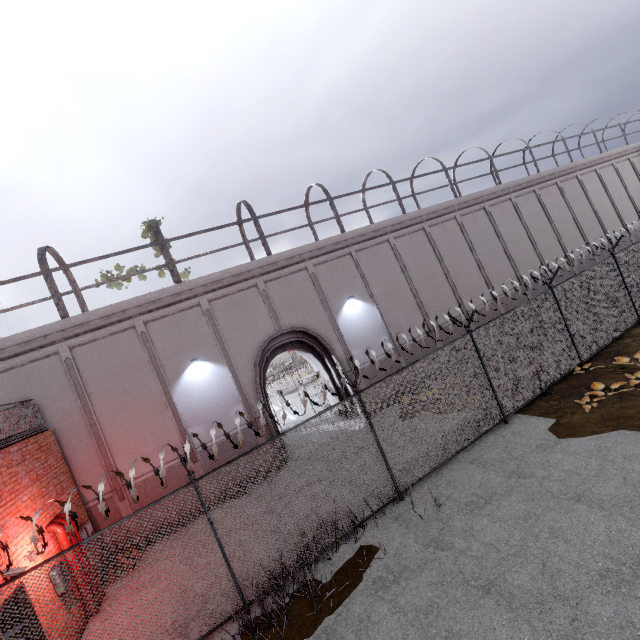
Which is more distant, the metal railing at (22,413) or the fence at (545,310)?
the metal railing at (22,413)

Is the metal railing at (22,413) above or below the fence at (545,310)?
above

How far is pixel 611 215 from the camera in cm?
2377

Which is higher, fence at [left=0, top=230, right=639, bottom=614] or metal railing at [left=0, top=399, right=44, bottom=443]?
metal railing at [left=0, top=399, right=44, bottom=443]

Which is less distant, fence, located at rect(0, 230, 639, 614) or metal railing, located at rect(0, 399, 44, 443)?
fence, located at rect(0, 230, 639, 614)
